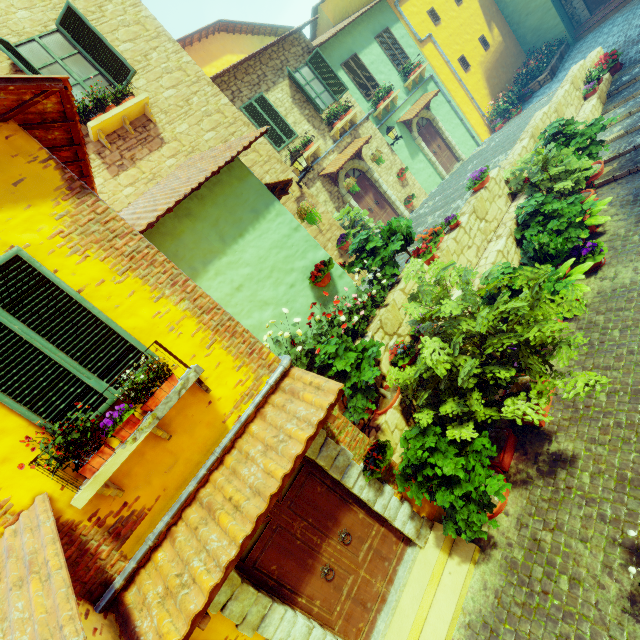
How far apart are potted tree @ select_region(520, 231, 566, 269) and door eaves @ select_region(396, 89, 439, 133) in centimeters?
885cm

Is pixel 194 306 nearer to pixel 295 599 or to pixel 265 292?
pixel 265 292

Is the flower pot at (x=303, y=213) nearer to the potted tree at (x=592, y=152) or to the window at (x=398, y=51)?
the potted tree at (x=592, y=152)

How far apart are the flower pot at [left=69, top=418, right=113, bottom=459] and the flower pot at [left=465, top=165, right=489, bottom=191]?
8.75m

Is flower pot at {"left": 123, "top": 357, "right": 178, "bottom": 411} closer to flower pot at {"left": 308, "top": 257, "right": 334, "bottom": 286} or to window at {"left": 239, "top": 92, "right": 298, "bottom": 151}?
flower pot at {"left": 308, "top": 257, "right": 334, "bottom": 286}

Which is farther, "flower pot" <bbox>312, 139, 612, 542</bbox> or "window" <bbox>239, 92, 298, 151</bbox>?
"window" <bbox>239, 92, 298, 151</bbox>

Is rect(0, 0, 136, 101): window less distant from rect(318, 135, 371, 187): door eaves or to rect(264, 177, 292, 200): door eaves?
rect(264, 177, 292, 200): door eaves

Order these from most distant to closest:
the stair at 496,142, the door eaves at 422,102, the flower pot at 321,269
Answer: the door eaves at 422,102
the stair at 496,142
the flower pot at 321,269
